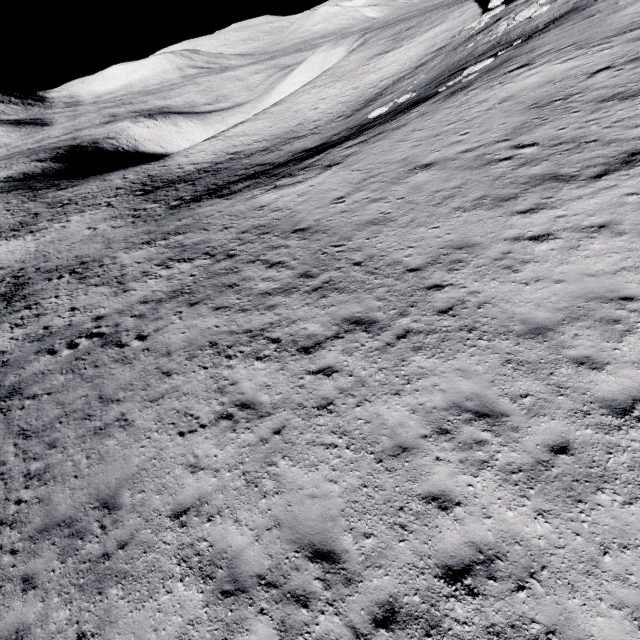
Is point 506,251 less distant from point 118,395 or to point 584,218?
point 584,218
